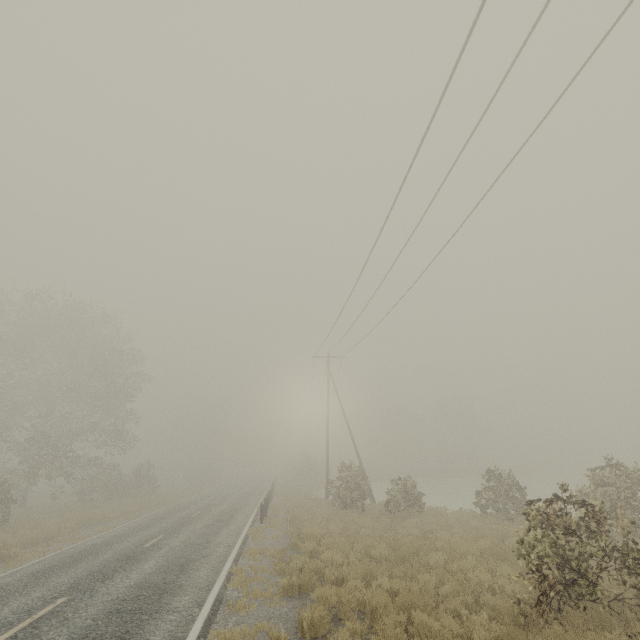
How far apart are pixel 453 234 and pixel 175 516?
22.2m
